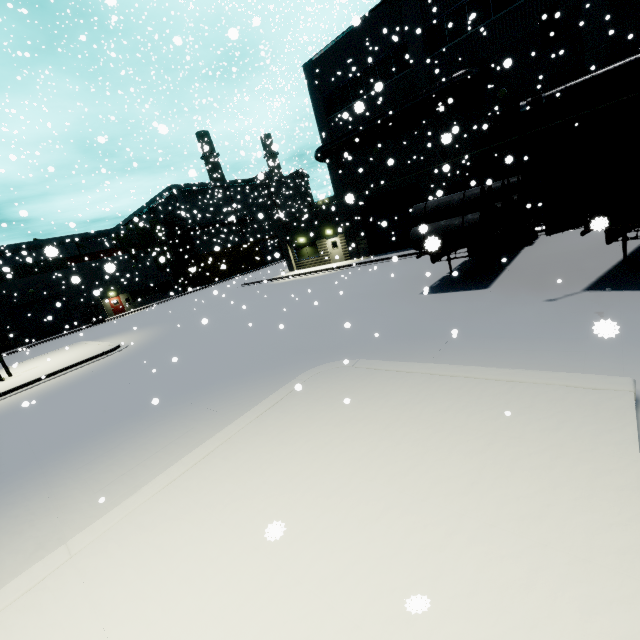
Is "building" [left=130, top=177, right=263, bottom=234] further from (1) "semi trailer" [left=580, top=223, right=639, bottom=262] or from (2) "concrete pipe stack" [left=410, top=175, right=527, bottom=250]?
(2) "concrete pipe stack" [left=410, top=175, right=527, bottom=250]

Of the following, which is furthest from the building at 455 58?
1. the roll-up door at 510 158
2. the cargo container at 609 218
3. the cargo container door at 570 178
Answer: the cargo container door at 570 178

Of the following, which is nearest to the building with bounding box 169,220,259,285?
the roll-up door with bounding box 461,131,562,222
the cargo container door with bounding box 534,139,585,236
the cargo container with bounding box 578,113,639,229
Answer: the roll-up door with bounding box 461,131,562,222

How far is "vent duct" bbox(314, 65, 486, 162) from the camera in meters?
17.6 m

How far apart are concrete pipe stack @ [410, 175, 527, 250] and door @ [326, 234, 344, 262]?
14.7m

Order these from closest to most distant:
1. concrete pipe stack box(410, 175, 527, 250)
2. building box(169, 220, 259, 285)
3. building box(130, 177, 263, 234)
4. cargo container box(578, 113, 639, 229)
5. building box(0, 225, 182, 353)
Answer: cargo container box(578, 113, 639, 229)
concrete pipe stack box(410, 175, 527, 250)
building box(0, 225, 182, 353)
building box(130, 177, 263, 234)
building box(169, 220, 259, 285)

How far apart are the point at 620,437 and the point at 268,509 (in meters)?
3.86

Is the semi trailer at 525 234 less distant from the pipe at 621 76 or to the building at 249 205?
the building at 249 205
